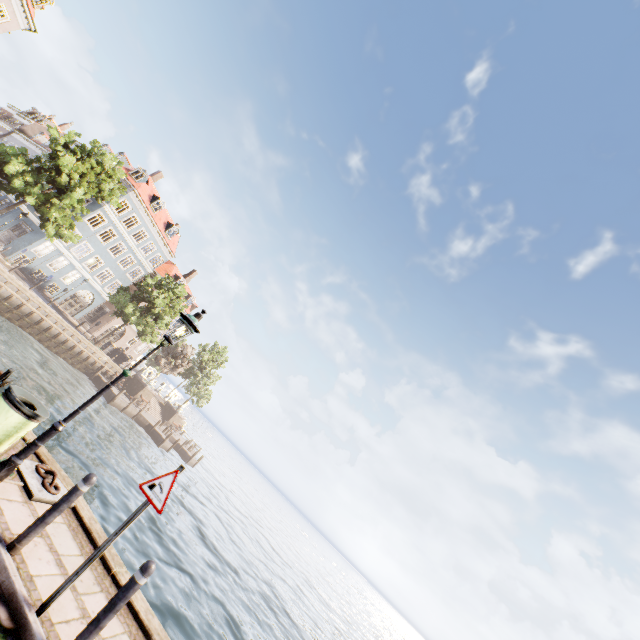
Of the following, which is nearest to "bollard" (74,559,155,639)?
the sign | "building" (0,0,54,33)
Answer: the sign

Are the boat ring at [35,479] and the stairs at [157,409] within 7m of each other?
no

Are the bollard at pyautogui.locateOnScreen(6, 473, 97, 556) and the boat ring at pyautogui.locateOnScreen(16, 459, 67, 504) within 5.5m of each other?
yes

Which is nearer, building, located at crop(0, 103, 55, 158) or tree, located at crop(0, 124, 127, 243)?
tree, located at crop(0, 124, 127, 243)

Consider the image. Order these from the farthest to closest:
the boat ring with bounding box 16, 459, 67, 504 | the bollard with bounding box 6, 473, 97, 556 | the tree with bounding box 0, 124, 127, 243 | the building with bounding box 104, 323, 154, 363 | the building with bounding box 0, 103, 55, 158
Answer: the building with bounding box 104, 323, 154, 363 < the building with bounding box 0, 103, 55, 158 < the tree with bounding box 0, 124, 127, 243 < the boat ring with bounding box 16, 459, 67, 504 < the bollard with bounding box 6, 473, 97, 556

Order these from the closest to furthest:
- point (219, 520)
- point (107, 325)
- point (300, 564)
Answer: point (219, 520), point (107, 325), point (300, 564)

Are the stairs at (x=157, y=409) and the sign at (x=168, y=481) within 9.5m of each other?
no
